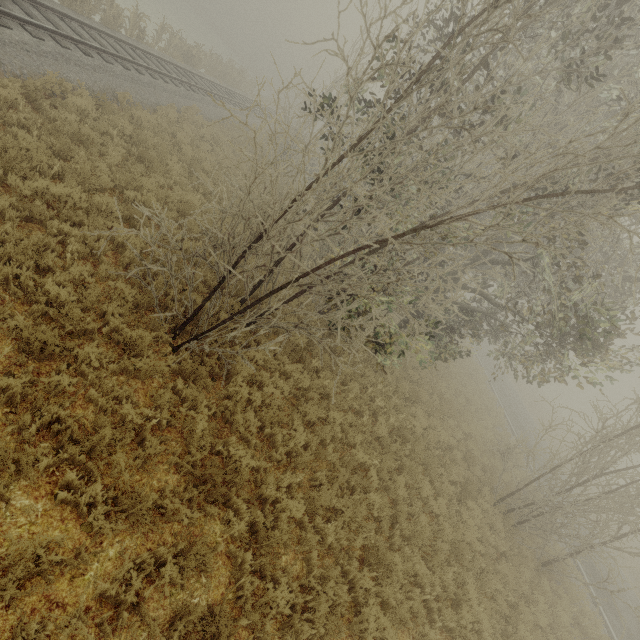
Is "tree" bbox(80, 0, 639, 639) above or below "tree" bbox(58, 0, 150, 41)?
above

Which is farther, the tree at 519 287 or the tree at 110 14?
the tree at 110 14

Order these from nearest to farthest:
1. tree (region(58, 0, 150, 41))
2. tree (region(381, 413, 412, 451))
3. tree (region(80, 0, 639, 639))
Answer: tree (region(80, 0, 639, 639)) → tree (region(381, 413, 412, 451)) → tree (region(58, 0, 150, 41))

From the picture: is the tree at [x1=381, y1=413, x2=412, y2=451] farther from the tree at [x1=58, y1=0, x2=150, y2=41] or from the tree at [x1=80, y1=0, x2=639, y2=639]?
the tree at [x1=58, y1=0, x2=150, y2=41]

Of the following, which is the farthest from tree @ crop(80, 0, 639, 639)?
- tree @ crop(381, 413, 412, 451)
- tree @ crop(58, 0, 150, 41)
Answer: tree @ crop(58, 0, 150, 41)

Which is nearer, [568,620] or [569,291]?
[569,291]

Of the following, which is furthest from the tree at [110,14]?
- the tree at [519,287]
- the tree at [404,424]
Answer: the tree at [404,424]
